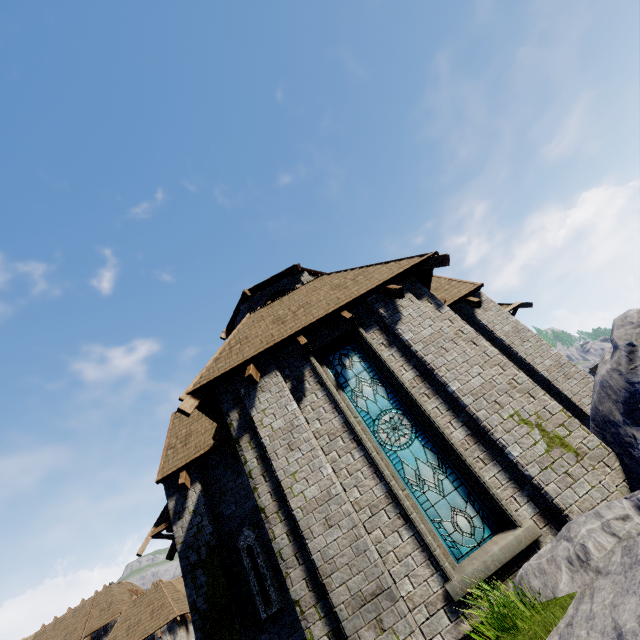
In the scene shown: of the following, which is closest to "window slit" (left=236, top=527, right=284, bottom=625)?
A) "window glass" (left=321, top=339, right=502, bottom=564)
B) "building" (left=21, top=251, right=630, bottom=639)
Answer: "building" (left=21, top=251, right=630, bottom=639)

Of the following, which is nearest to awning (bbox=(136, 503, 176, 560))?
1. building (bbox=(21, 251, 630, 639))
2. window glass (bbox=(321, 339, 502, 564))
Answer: building (bbox=(21, 251, 630, 639))

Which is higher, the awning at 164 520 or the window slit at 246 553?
the awning at 164 520

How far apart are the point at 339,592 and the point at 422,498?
2.1m

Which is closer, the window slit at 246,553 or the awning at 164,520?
the window slit at 246,553

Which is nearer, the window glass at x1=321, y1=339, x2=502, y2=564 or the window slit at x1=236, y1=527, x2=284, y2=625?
the window glass at x1=321, y1=339, x2=502, y2=564

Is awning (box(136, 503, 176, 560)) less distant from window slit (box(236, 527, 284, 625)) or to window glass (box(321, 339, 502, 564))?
window slit (box(236, 527, 284, 625))
